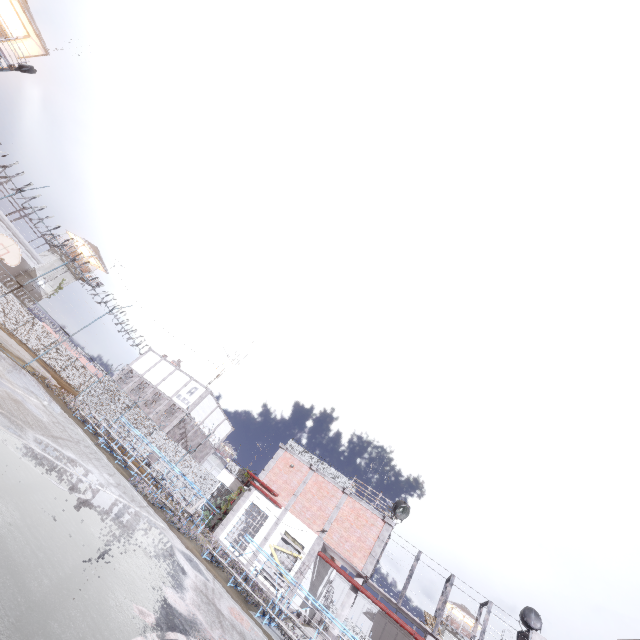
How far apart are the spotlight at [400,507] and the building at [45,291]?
51.64m

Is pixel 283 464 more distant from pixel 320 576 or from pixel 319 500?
pixel 320 576

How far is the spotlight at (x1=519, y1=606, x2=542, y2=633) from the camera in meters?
17.8 m

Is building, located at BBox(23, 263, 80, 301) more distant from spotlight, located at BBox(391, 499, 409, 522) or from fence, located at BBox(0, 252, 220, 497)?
spotlight, located at BBox(391, 499, 409, 522)

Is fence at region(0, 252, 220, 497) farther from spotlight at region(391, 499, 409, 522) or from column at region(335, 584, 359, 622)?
spotlight at region(391, 499, 409, 522)

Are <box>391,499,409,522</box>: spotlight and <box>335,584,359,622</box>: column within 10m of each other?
yes

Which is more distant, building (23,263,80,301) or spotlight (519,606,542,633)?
building (23,263,80,301)

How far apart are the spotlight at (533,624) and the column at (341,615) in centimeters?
881cm
